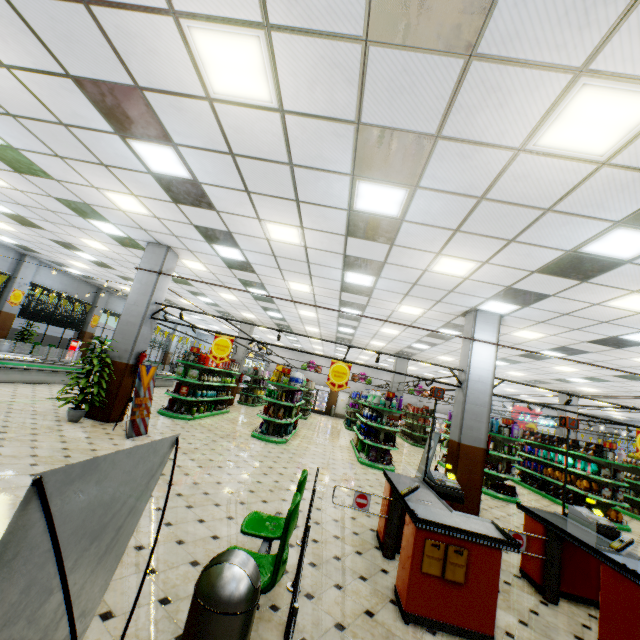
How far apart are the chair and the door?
24.6 meters

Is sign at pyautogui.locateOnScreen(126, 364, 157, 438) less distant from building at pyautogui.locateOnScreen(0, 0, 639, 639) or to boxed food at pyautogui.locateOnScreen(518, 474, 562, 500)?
building at pyautogui.locateOnScreen(0, 0, 639, 639)

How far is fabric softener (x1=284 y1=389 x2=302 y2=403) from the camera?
11.45m

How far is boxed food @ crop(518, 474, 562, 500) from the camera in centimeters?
1158cm

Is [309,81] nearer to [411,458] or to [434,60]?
[434,60]

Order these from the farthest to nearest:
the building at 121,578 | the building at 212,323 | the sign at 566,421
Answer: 1. the building at 212,323
2. the sign at 566,421
3. the building at 121,578

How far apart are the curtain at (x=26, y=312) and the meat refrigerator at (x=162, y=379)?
3.93m

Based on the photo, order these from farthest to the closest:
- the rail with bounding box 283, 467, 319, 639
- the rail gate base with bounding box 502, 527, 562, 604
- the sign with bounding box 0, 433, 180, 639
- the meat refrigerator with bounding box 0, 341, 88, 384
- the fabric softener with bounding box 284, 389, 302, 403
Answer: the fabric softener with bounding box 284, 389, 302, 403 → the meat refrigerator with bounding box 0, 341, 88, 384 → the rail gate base with bounding box 502, 527, 562, 604 → the rail with bounding box 283, 467, 319, 639 → the sign with bounding box 0, 433, 180, 639
